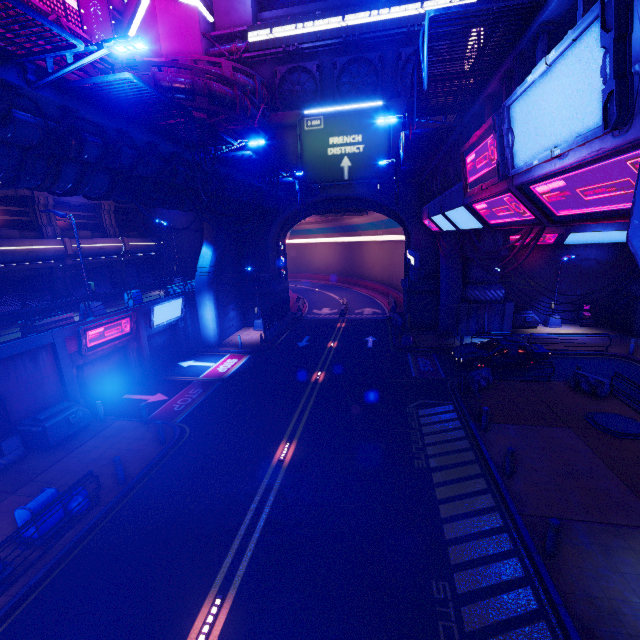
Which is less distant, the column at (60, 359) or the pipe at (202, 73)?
the column at (60, 359)

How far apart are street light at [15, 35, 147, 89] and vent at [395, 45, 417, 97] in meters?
25.7

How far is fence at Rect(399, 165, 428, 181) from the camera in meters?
21.0 m

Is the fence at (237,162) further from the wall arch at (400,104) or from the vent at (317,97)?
the vent at (317,97)

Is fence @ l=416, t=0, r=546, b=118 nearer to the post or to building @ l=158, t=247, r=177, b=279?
the post

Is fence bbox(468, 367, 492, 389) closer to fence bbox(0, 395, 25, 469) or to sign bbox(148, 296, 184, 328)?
sign bbox(148, 296, 184, 328)

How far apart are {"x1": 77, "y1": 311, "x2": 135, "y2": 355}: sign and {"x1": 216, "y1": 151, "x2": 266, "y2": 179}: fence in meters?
9.9

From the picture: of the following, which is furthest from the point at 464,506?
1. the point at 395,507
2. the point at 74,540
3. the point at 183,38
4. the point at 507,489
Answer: the point at 183,38
